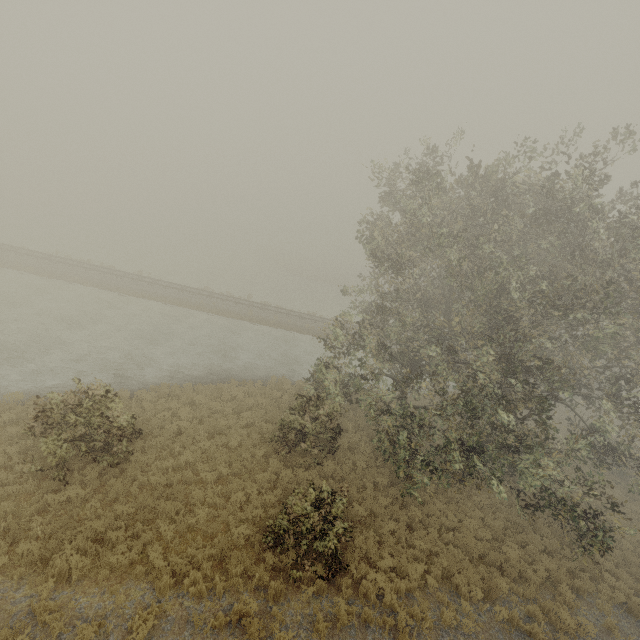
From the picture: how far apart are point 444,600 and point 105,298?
30.9m
